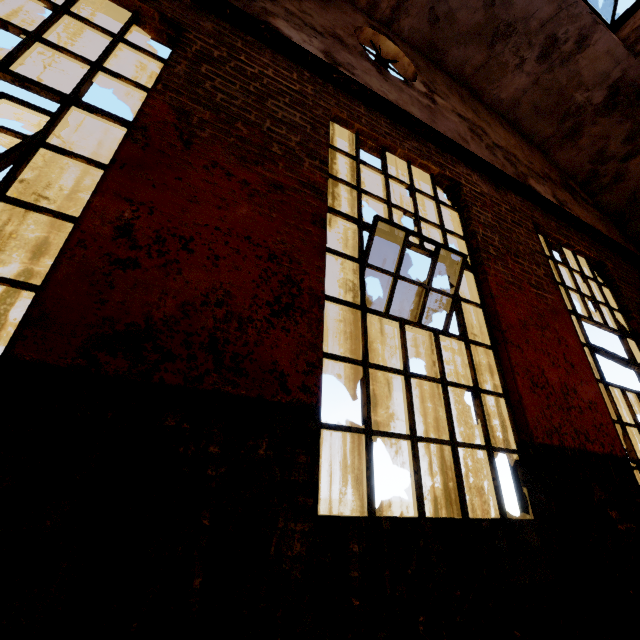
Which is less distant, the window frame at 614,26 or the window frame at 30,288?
the window frame at 30,288

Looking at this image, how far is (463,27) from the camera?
5.1m

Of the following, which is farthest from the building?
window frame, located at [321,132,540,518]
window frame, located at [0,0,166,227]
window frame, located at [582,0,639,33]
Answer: window frame, located at [321,132,540,518]

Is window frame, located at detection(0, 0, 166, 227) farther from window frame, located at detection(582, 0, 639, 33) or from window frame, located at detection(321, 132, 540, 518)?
window frame, located at detection(582, 0, 639, 33)

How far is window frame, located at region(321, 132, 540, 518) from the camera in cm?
200

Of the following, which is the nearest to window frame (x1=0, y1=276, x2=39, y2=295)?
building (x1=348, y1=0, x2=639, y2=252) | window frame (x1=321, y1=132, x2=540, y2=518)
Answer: window frame (x1=321, y1=132, x2=540, y2=518)

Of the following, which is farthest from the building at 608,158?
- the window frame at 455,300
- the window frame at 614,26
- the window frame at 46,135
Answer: the window frame at 455,300

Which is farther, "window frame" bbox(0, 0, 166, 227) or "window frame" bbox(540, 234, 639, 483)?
"window frame" bbox(540, 234, 639, 483)
